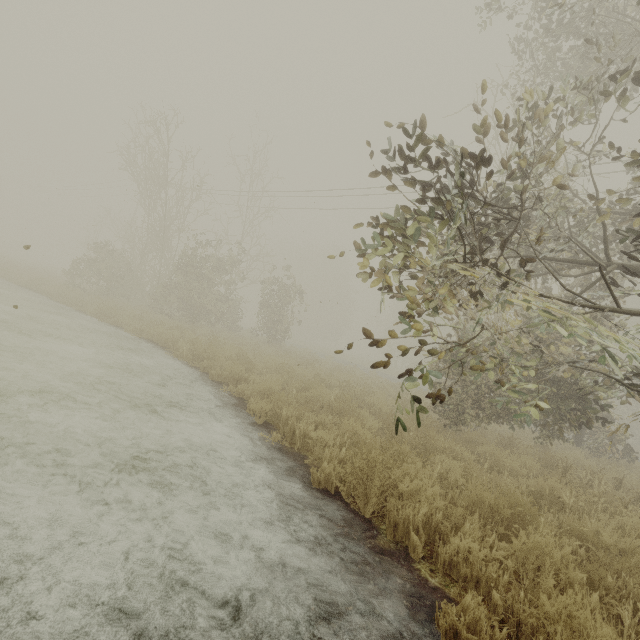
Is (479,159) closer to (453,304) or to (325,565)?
(453,304)
